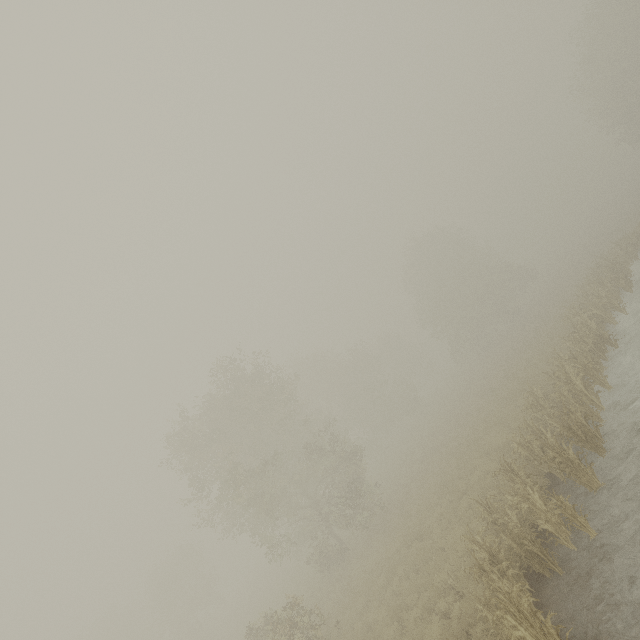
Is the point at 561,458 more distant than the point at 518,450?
No
